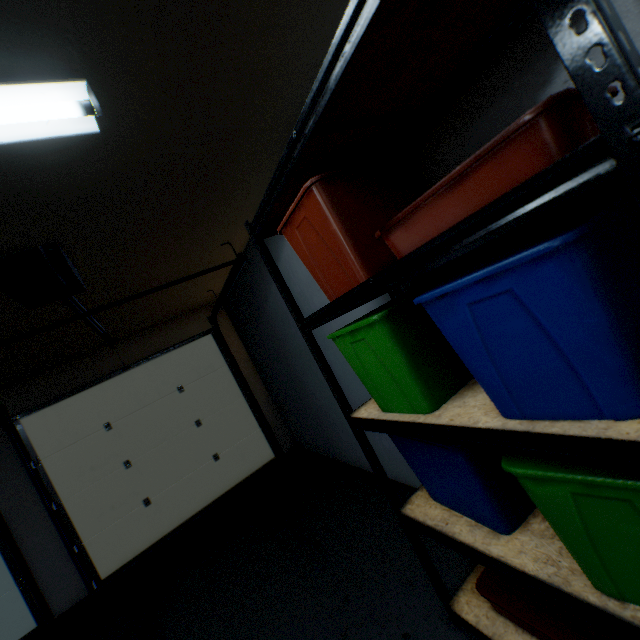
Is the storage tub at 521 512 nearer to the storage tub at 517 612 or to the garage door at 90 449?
the storage tub at 517 612

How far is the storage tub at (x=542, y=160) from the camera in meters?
0.5

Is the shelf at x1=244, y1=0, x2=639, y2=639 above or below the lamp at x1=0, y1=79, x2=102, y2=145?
below

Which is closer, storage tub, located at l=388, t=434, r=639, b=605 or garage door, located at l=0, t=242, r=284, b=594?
storage tub, located at l=388, t=434, r=639, b=605

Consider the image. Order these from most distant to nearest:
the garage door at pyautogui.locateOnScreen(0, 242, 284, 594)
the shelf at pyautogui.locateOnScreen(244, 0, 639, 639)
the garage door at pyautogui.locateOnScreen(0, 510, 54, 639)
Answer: the garage door at pyautogui.locateOnScreen(0, 510, 54, 639)
the garage door at pyautogui.locateOnScreen(0, 242, 284, 594)
the shelf at pyautogui.locateOnScreen(244, 0, 639, 639)

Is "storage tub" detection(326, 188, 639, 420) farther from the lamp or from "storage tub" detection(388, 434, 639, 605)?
the lamp

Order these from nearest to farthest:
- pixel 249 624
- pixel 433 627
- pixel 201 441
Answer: pixel 433 627, pixel 249 624, pixel 201 441

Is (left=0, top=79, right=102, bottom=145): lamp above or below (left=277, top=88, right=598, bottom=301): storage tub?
above
